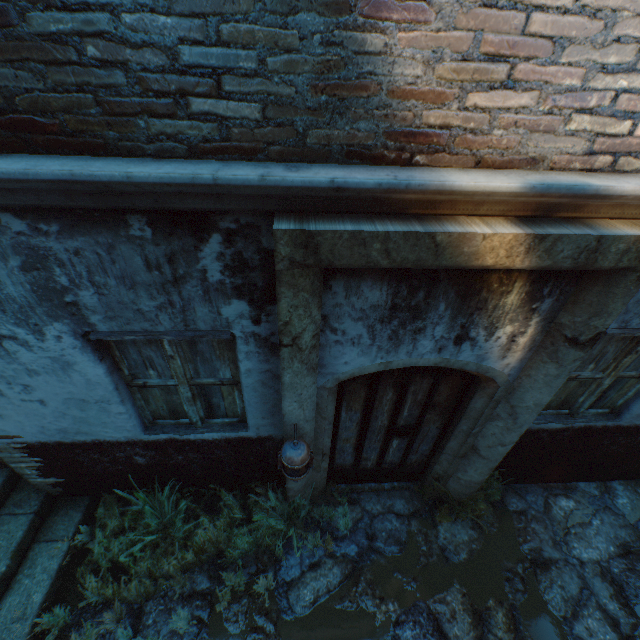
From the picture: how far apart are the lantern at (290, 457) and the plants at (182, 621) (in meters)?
0.98

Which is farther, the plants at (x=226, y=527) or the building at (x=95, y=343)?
the plants at (x=226, y=527)

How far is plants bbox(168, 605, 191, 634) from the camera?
3.1m

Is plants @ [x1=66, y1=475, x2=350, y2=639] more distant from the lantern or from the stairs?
the lantern

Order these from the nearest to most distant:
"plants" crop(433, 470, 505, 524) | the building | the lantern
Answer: the building
the lantern
"plants" crop(433, 470, 505, 524)

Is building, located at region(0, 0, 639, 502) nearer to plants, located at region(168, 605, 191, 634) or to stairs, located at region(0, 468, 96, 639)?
stairs, located at region(0, 468, 96, 639)

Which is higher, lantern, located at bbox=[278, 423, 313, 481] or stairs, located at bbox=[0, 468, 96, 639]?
lantern, located at bbox=[278, 423, 313, 481]

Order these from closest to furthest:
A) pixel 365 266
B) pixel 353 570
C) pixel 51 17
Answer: pixel 51 17 < pixel 365 266 < pixel 353 570
